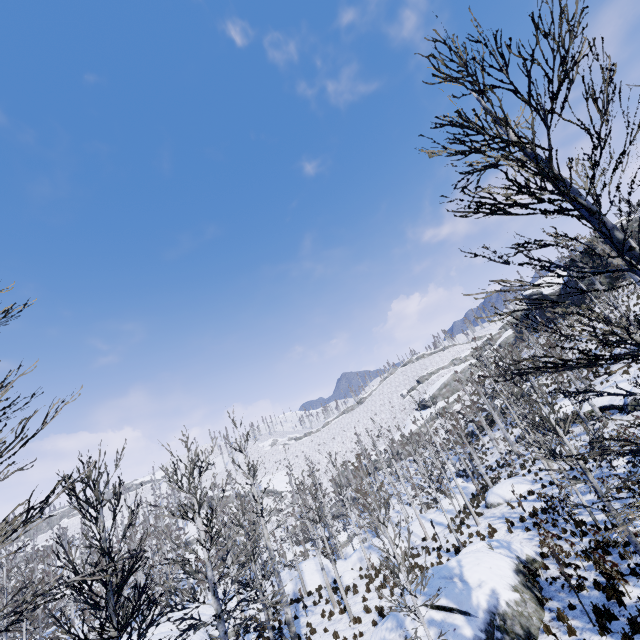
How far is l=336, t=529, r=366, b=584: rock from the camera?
23.33m

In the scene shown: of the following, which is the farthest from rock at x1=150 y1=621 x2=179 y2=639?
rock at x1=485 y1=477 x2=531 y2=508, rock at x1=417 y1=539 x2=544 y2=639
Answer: rock at x1=485 y1=477 x2=531 y2=508

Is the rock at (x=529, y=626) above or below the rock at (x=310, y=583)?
above

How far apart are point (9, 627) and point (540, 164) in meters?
9.8 m

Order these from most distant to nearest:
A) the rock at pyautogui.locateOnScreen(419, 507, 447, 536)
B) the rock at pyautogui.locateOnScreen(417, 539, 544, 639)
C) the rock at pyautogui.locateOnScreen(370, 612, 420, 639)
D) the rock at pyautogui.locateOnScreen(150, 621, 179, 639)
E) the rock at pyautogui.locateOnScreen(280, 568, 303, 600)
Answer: the rock at pyautogui.locateOnScreen(419, 507, 447, 536), the rock at pyautogui.locateOnScreen(280, 568, 303, 600), the rock at pyautogui.locateOnScreen(150, 621, 179, 639), the rock at pyautogui.locateOnScreen(370, 612, 420, 639), the rock at pyautogui.locateOnScreen(417, 539, 544, 639)

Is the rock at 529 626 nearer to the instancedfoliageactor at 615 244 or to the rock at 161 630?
the instancedfoliageactor at 615 244

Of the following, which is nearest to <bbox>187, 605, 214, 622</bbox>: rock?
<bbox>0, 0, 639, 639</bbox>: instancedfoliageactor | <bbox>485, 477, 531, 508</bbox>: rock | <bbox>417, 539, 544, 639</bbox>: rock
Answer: <bbox>0, 0, 639, 639</bbox>: instancedfoliageactor
